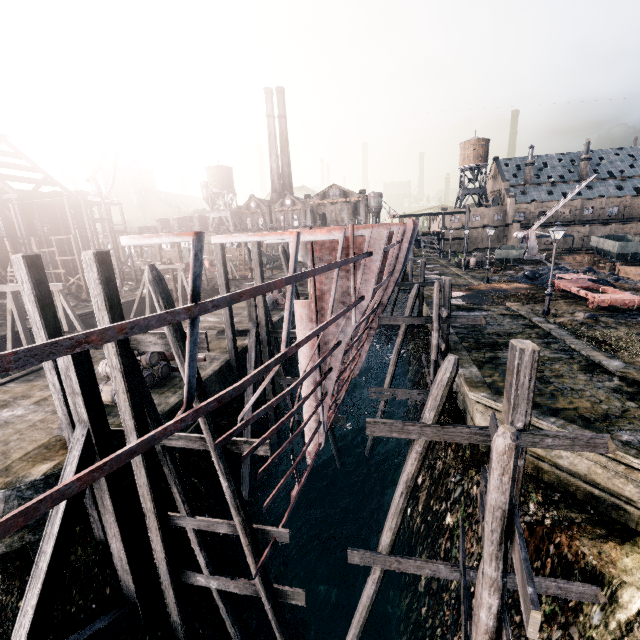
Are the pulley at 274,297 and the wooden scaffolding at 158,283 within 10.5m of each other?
no

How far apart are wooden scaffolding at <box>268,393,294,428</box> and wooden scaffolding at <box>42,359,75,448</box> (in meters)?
8.32

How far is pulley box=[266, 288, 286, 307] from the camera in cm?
2978

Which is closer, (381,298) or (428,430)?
(428,430)

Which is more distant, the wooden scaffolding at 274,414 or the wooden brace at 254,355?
the wooden scaffolding at 274,414

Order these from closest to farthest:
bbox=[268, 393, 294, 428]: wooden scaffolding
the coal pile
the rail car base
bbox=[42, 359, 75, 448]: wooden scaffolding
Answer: bbox=[42, 359, 75, 448]: wooden scaffolding
bbox=[268, 393, 294, 428]: wooden scaffolding
the rail car base
the coal pile

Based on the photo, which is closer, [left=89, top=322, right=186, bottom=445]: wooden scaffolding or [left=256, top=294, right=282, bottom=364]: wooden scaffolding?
[left=89, top=322, right=186, bottom=445]: wooden scaffolding

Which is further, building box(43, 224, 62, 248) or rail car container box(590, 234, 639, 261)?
rail car container box(590, 234, 639, 261)
